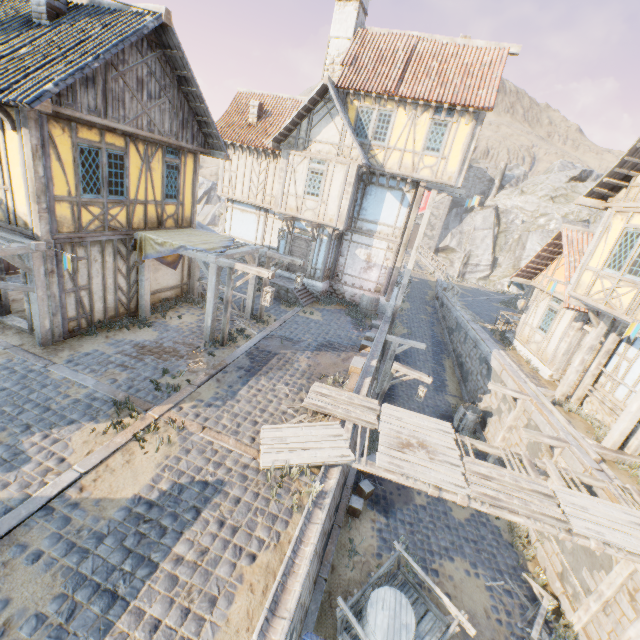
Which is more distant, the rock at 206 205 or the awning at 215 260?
the rock at 206 205

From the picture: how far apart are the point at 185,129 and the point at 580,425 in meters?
17.0 m

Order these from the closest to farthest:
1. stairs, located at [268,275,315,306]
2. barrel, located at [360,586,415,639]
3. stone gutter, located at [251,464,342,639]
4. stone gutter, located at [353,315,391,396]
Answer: stone gutter, located at [251,464,342,639]
barrel, located at [360,586,415,639]
stone gutter, located at [353,315,391,396]
stairs, located at [268,275,315,306]

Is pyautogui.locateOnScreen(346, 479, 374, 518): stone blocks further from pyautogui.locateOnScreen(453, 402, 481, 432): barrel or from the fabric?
the fabric

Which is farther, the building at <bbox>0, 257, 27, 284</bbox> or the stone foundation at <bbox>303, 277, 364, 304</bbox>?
the stone foundation at <bbox>303, 277, 364, 304</bbox>

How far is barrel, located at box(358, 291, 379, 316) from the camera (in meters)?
16.47

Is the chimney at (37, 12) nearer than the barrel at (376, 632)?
No

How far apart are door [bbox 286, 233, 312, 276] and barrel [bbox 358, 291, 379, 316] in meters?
3.2 m
